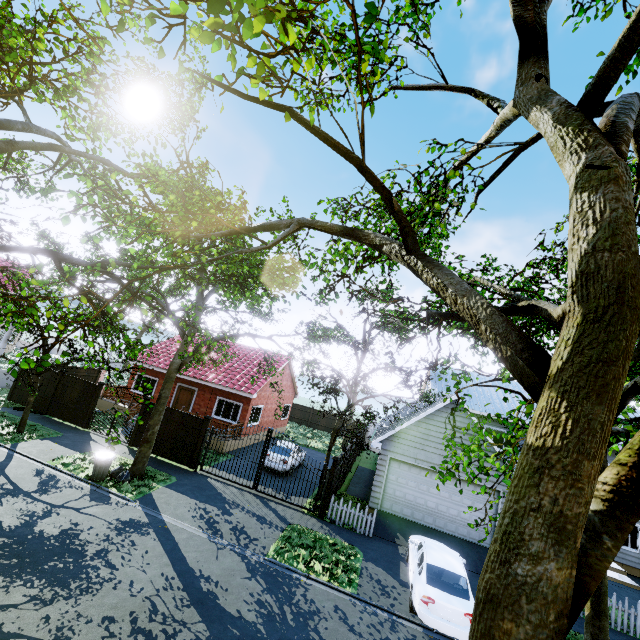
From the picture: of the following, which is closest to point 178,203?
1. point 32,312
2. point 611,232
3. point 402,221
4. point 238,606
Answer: point 32,312

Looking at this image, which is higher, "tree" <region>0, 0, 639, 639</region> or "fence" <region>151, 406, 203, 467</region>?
"tree" <region>0, 0, 639, 639</region>

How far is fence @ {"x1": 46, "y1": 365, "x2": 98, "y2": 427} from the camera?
17.8m

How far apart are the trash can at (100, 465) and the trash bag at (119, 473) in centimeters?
14cm

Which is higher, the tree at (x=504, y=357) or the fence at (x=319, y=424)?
the tree at (x=504, y=357)

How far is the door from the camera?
22.7m

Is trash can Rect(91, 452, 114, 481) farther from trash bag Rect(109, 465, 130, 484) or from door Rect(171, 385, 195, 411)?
door Rect(171, 385, 195, 411)

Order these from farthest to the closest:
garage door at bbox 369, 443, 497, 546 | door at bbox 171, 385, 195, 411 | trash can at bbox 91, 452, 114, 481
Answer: door at bbox 171, 385, 195, 411 < garage door at bbox 369, 443, 497, 546 < trash can at bbox 91, 452, 114, 481
